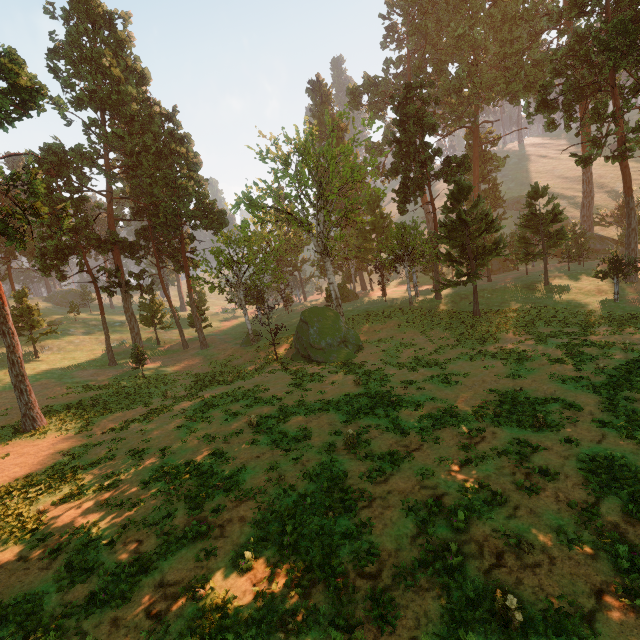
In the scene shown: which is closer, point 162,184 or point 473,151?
point 162,184
